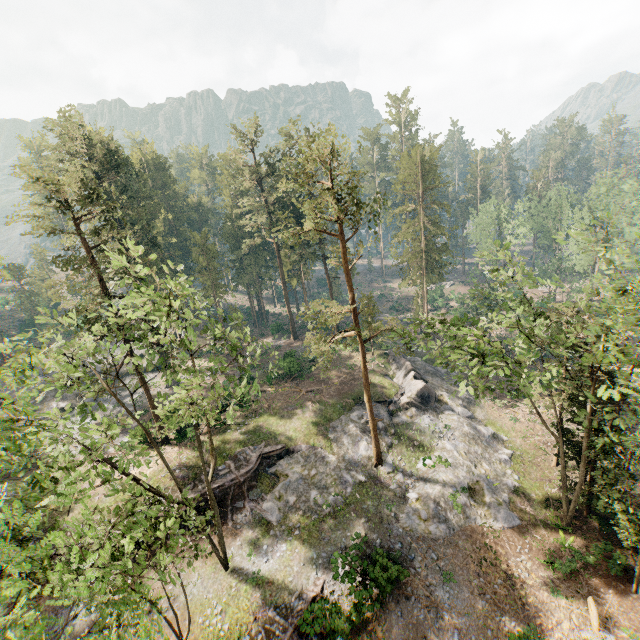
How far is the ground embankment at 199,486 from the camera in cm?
2371

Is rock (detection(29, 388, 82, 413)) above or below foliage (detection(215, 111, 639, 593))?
below

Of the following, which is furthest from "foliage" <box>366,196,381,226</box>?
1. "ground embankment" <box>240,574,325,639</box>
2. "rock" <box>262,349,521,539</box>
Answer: "ground embankment" <box>240,574,325,639</box>

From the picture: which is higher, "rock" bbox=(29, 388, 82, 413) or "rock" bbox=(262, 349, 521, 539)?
"rock" bbox=(29, 388, 82, 413)

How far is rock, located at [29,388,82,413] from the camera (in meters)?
38.53

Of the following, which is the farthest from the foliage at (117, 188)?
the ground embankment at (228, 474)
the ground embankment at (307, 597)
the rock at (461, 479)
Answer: the ground embankment at (228, 474)

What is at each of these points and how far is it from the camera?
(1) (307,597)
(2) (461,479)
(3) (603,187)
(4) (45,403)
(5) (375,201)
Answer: (1) ground embankment, 18.98m
(2) rock, 25.08m
(3) foliage, 38.84m
(4) rock, 39.03m
(5) foliage, 22.11m

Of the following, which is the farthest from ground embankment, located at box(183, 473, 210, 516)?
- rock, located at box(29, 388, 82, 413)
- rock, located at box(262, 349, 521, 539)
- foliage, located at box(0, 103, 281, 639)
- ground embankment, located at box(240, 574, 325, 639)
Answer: rock, located at box(29, 388, 82, 413)
